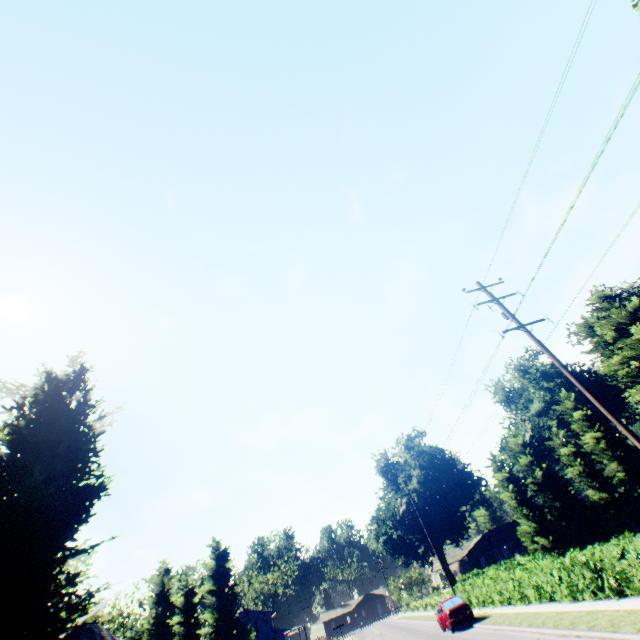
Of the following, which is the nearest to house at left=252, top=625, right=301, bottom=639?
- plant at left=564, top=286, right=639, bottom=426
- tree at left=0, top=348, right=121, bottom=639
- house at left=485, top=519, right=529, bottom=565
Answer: plant at left=564, top=286, right=639, bottom=426

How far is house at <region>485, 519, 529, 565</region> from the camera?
44.1 meters

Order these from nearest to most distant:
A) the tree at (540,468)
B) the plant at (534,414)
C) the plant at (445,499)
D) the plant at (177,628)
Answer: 1. the tree at (540,468)
2. the plant at (177,628)
3. the plant at (445,499)
4. the plant at (534,414)

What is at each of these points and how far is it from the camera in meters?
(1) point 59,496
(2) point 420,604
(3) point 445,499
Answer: (1) tree, 7.1 m
(2) hedge, 51.0 m
(3) plant, 56.2 m

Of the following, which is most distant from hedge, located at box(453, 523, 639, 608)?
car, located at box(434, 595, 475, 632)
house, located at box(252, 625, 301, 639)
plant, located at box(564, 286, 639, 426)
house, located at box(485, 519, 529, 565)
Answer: house, located at box(252, 625, 301, 639)

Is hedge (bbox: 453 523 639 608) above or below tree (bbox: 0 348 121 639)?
below

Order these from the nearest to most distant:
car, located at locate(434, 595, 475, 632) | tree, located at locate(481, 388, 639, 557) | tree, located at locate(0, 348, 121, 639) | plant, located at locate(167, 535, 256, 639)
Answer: tree, located at locate(0, 348, 121, 639)
car, located at locate(434, 595, 475, 632)
tree, located at locate(481, 388, 639, 557)
plant, located at locate(167, 535, 256, 639)

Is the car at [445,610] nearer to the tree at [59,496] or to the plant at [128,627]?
the tree at [59,496]
